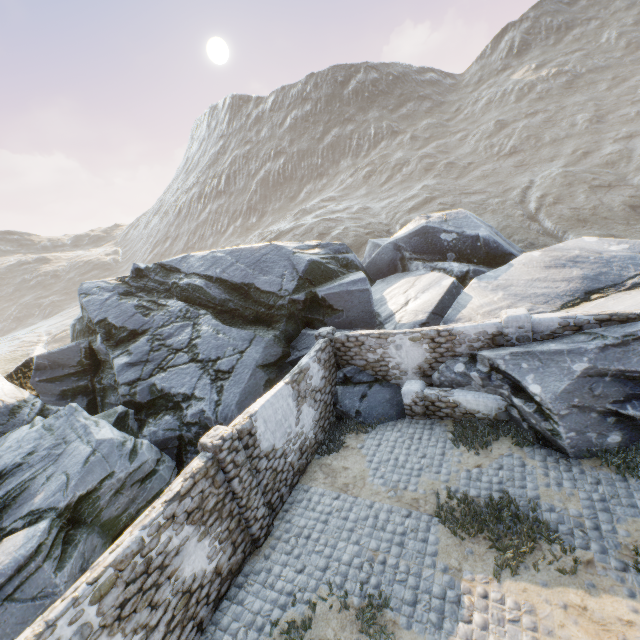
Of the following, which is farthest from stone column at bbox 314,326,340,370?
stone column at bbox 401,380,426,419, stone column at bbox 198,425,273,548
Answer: stone column at bbox 198,425,273,548

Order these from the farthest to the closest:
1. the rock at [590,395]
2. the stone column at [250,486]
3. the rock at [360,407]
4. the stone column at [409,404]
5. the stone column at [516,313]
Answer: the rock at [360,407], the stone column at [409,404], the stone column at [516,313], the rock at [590,395], the stone column at [250,486]

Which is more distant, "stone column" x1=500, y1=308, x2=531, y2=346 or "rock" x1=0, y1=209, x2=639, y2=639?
"stone column" x1=500, y1=308, x2=531, y2=346

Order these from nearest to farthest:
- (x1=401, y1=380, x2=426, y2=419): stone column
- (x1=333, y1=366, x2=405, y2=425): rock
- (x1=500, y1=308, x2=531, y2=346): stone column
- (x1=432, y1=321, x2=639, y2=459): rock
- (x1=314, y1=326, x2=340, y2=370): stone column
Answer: (x1=432, y1=321, x2=639, y2=459): rock → (x1=500, y1=308, x2=531, y2=346): stone column → (x1=401, y1=380, x2=426, y2=419): stone column → (x1=333, y1=366, x2=405, y2=425): rock → (x1=314, y1=326, x2=340, y2=370): stone column

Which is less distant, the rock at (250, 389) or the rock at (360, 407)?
the rock at (250, 389)

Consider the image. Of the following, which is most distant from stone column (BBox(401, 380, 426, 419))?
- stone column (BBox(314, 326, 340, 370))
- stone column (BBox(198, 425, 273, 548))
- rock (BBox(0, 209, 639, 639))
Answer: stone column (BBox(198, 425, 273, 548))

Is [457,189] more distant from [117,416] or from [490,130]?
[117,416]

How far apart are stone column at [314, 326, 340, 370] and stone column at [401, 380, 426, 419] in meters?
2.5
